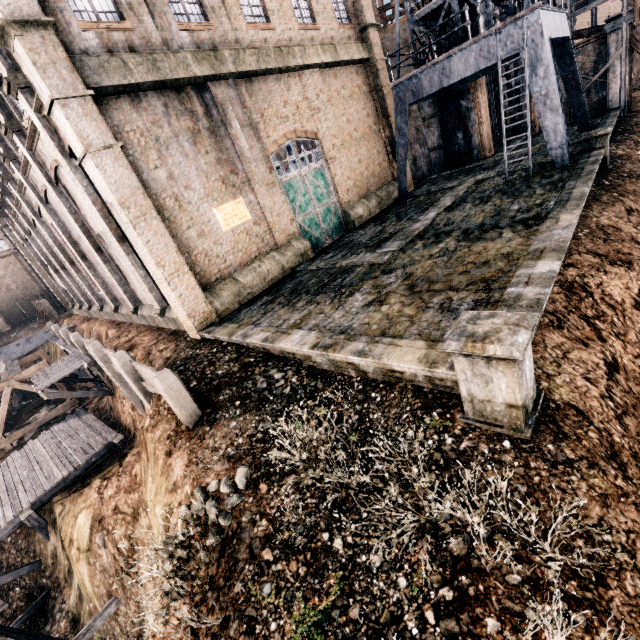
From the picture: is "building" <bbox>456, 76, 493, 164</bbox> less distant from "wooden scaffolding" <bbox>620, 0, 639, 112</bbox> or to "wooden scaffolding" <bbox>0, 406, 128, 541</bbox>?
"wooden scaffolding" <bbox>620, 0, 639, 112</bbox>

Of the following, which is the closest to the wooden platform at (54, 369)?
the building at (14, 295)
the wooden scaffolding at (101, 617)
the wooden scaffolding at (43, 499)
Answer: the wooden scaffolding at (43, 499)

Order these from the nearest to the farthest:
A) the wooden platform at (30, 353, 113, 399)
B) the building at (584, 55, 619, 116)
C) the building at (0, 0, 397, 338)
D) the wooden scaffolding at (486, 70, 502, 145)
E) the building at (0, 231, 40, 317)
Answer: the building at (0, 0, 397, 338)
the wooden platform at (30, 353, 113, 399)
the building at (584, 55, 619, 116)
the wooden scaffolding at (486, 70, 502, 145)
the building at (0, 231, 40, 317)

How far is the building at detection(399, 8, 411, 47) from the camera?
24.9m

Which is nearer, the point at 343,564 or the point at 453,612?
the point at 453,612

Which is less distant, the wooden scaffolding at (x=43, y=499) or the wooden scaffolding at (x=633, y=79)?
the wooden scaffolding at (x=43, y=499)

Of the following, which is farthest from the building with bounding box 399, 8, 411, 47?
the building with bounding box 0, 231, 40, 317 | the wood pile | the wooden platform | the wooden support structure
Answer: the building with bounding box 0, 231, 40, 317

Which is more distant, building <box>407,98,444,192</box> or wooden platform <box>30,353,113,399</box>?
building <box>407,98,444,192</box>
